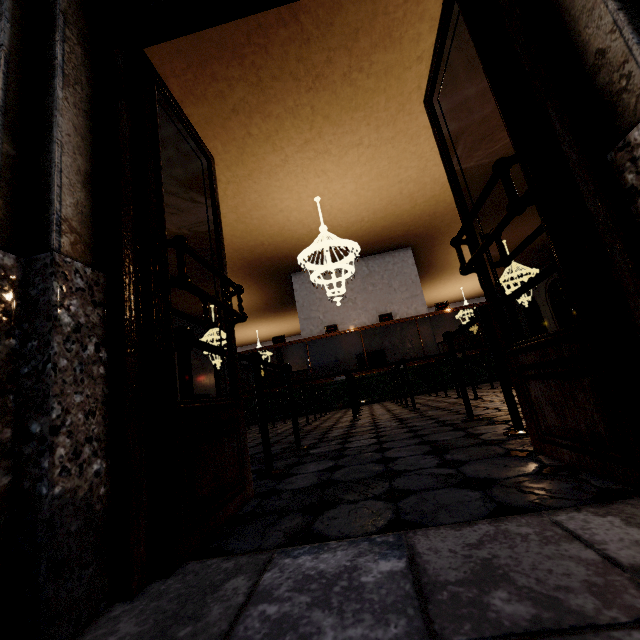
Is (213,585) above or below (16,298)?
below
